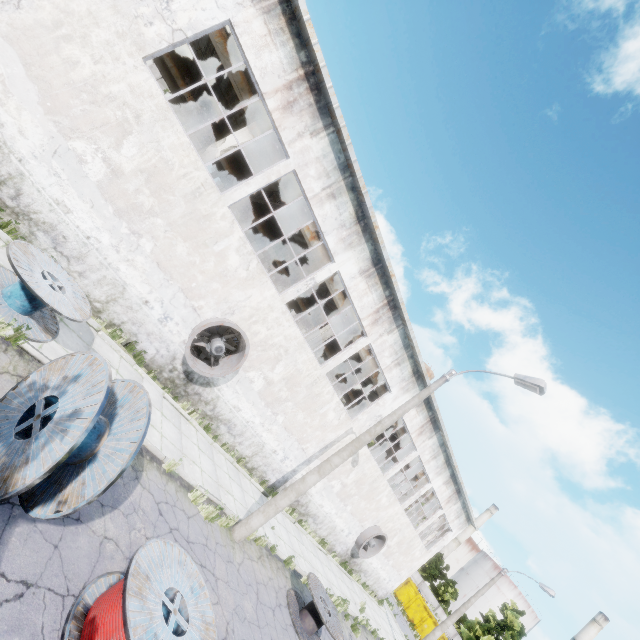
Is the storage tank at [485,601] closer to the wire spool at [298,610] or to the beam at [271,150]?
the beam at [271,150]

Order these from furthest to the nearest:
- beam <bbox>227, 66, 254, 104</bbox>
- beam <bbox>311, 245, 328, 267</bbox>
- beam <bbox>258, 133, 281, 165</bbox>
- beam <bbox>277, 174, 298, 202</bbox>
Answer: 1. beam <bbox>311, 245, 328, 267</bbox>
2. beam <bbox>277, 174, 298, 202</bbox>
3. beam <bbox>258, 133, 281, 165</bbox>
4. beam <bbox>227, 66, 254, 104</bbox>

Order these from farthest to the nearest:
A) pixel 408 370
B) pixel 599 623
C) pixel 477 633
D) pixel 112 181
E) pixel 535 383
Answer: pixel 599 623, pixel 477 633, pixel 408 370, pixel 535 383, pixel 112 181

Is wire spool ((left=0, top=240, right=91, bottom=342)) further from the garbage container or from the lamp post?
the garbage container

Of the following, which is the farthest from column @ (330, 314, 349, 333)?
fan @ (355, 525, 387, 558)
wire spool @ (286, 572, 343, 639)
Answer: fan @ (355, 525, 387, 558)

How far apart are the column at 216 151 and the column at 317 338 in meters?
9.5

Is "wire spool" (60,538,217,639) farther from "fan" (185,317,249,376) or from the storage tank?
the storage tank

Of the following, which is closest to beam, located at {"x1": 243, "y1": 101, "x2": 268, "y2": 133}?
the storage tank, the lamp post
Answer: the lamp post
